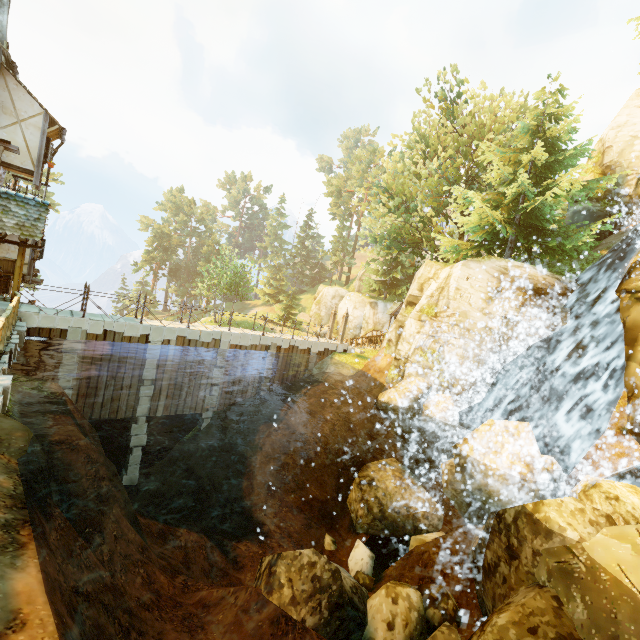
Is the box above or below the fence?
above

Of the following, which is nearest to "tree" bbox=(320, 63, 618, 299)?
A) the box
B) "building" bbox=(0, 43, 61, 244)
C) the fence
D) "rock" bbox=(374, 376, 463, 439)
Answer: the fence

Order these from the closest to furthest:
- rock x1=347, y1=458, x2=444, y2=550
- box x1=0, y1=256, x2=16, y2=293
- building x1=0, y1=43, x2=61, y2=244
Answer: building x1=0, y1=43, x2=61, y2=244 → rock x1=347, y1=458, x2=444, y2=550 → box x1=0, y1=256, x2=16, y2=293

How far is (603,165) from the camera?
17.12m

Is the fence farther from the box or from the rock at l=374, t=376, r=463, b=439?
the rock at l=374, t=376, r=463, b=439

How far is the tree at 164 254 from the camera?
57.44m

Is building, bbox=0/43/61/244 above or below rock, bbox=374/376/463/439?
above
